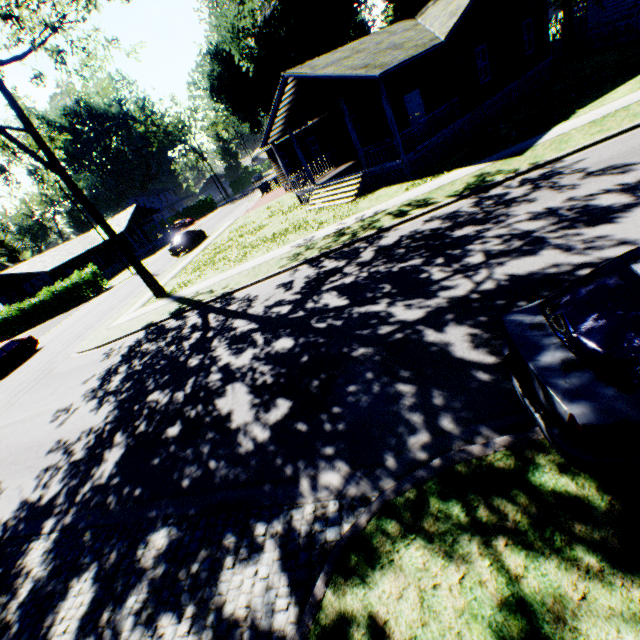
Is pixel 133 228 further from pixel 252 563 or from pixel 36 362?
pixel 252 563

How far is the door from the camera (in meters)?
17.59

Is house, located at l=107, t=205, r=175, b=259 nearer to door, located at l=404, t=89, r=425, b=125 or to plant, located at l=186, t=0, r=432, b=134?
plant, located at l=186, t=0, r=432, b=134

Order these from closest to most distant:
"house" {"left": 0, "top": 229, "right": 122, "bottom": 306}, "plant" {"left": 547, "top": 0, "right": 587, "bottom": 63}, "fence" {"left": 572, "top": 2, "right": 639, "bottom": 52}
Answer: "fence" {"left": 572, "top": 2, "right": 639, "bottom": 52} → "plant" {"left": 547, "top": 0, "right": 587, "bottom": 63} → "house" {"left": 0, "top": 229, "right": 122, "bottom": 306}

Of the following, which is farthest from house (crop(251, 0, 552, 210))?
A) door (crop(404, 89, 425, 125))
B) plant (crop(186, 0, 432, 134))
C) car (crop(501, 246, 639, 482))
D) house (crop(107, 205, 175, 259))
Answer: house (crop(107, 205, 175, 259))

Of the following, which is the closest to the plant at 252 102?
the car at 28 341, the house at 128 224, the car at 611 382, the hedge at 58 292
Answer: the car at 611 382

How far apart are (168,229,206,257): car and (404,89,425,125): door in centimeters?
2092cm

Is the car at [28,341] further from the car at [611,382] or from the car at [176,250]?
the car at [611,382]
